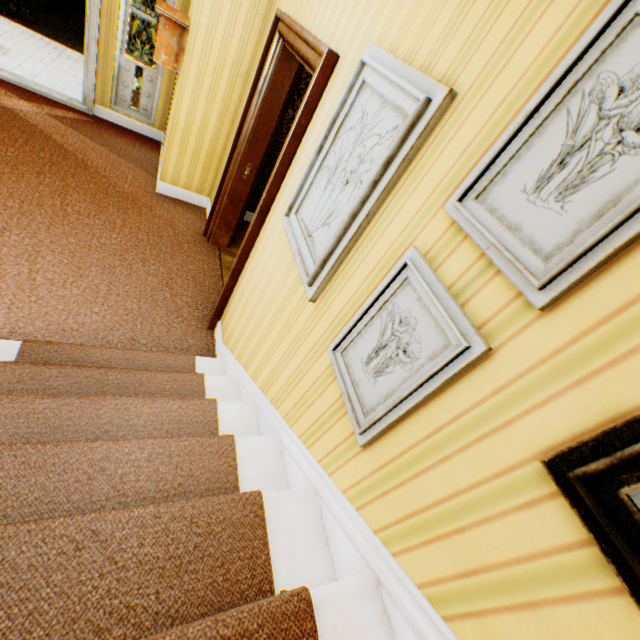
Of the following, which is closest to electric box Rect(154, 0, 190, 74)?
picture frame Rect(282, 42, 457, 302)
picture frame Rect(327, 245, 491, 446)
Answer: picture frame Rect(282, 42, 457, 302)

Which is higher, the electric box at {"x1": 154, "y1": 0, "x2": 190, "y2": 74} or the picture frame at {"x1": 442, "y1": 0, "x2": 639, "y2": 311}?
the picture frame at {"x1": 442, "y1": 0, "x2": 639, "y2": 311}

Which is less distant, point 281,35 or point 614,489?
point 614,489

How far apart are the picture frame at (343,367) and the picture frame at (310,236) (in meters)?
0.33

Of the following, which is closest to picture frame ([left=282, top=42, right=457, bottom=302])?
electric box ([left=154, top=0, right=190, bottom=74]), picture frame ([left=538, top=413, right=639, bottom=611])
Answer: picture frame ([left=538, top=413, right=639, bottom=611])

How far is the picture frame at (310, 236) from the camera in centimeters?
116cm

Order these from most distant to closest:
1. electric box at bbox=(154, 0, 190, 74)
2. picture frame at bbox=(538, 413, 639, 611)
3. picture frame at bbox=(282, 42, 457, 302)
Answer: electric box at bbox=(154, 0, 190, 74)
picture frame at bbox=(282, 42, 457, 302)
picture frame at bbox=(538, 413, 639, 611)

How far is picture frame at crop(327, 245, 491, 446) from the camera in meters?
0.9 m
